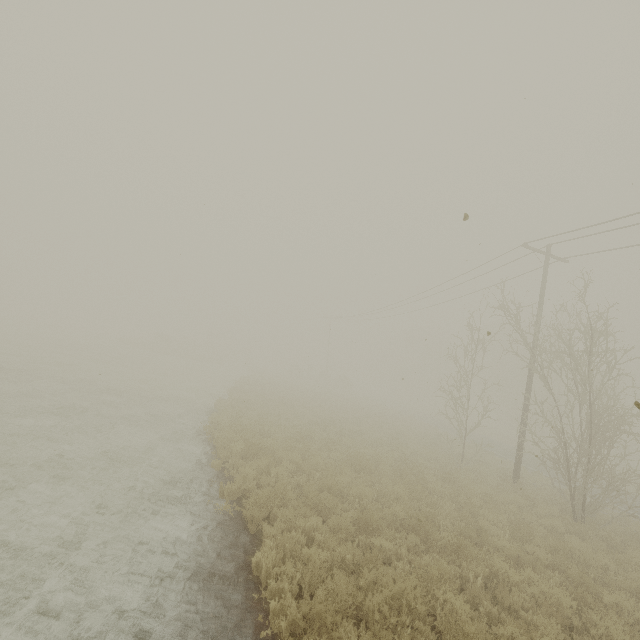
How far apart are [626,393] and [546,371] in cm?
3904
